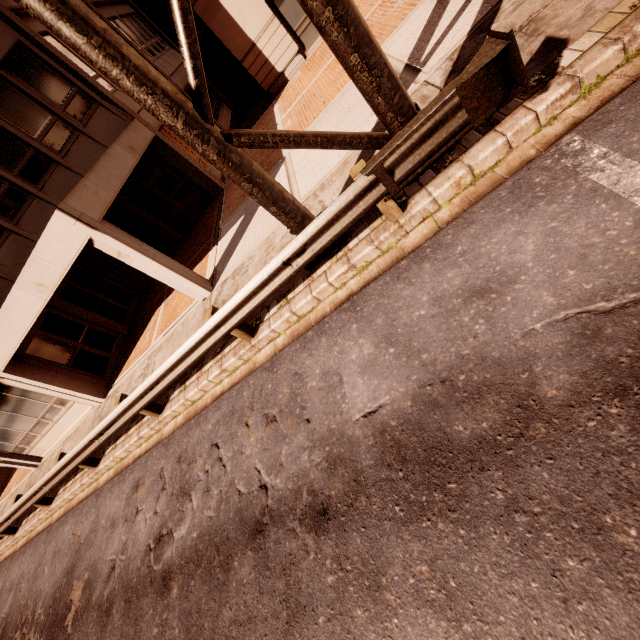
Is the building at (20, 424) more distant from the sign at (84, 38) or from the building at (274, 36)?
the sign at (84, 38)

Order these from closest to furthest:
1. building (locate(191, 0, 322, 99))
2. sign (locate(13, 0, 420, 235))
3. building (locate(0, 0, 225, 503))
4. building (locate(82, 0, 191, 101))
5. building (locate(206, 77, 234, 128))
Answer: sign (locate(13, 0, 420, 235)), building (locate(0, 0, 225, 503)), building (locate(191, 0, 322, 99)), building (locate(82, 0, 191, 101)), building (locate(206, 77, 234, 128))

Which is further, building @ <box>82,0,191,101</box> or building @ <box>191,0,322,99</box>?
building @ <box>82,0,191,101</box>

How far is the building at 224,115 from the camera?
19.8m

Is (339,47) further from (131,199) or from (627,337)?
(131,199)

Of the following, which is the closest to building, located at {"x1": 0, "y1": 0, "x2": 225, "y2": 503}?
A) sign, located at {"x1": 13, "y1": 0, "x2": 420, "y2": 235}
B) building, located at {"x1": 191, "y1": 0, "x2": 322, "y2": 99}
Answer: building, located at {"x1": 191, "y1": 0, "x2": 322, "y2": 99}

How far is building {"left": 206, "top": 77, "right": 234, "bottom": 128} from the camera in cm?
1976
